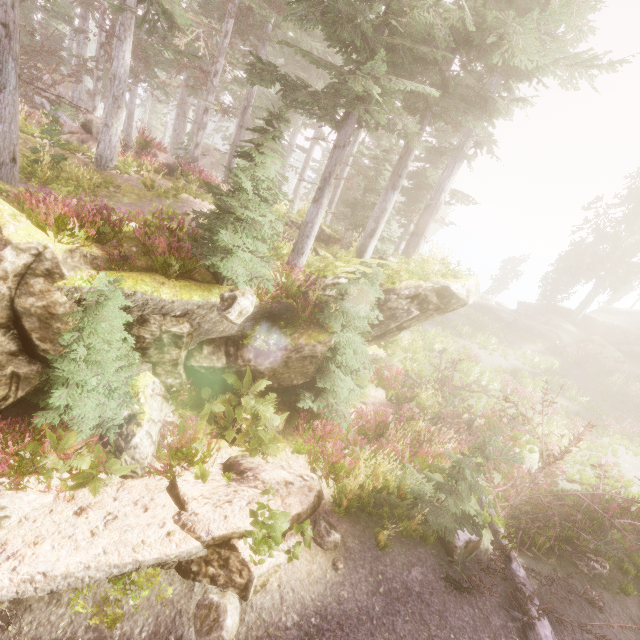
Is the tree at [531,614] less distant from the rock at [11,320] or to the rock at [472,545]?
the rock at [472,545]

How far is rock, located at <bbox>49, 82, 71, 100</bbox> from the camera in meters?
29.7 m

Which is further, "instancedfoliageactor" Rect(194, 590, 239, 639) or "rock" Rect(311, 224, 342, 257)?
"rock" Rect(311, 224, 342, 257)

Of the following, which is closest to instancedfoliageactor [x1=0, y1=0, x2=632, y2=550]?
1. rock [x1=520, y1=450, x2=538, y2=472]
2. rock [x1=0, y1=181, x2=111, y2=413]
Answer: rock [x1=0, y1=181, x2=111, y2=413]

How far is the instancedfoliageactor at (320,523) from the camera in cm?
598

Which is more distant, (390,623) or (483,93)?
(483,93)

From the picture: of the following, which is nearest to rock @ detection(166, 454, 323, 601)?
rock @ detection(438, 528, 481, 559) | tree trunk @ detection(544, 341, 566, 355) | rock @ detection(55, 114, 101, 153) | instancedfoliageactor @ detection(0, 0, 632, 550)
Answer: instancedfoliageactor @ detection(0, 0, 632, 550)

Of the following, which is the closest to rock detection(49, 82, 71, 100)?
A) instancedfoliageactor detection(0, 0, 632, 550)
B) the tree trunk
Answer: instancedfoliageactor detection(0, 0, 632, 550)
